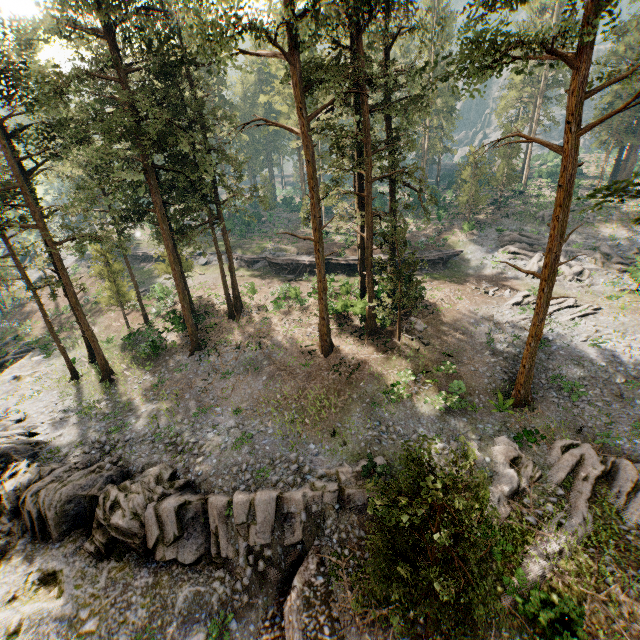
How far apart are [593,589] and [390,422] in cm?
1068

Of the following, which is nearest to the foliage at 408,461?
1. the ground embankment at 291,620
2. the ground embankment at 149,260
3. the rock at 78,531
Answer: the ground embankment at 291,620

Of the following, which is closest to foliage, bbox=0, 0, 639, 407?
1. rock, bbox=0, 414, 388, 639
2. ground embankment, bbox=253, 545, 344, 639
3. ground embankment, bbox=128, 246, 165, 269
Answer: ground embankment, bbox=253, 545, 344, 639

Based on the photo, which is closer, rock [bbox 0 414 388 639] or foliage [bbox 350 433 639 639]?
foliage [bbox 350 433 639 639]

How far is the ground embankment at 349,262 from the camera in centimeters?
3759cm

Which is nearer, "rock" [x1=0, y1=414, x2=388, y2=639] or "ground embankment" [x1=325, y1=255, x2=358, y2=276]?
"rock" [x1=0, y1=414, x2=388, y2=639]

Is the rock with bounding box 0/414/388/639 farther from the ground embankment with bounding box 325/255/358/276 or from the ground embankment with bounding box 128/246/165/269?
the ground embankment with bounding box 128/246/165/269

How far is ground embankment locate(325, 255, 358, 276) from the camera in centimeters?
3759cm
